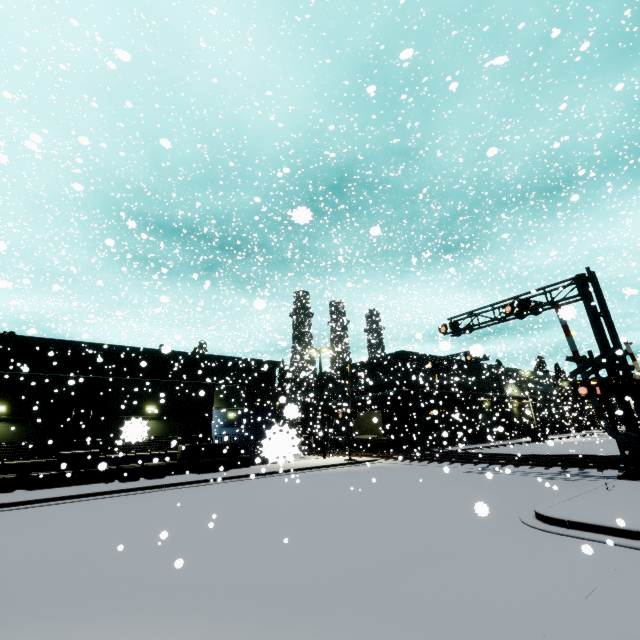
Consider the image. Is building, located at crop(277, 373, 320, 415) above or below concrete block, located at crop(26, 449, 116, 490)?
above

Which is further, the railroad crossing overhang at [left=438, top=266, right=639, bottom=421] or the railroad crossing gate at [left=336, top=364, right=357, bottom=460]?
the railroad crossing gate at [left=336, top=364, right=357, bottom=460]

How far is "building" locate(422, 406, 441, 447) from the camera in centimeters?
3603cm

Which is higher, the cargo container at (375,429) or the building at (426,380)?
the building at (426,380)

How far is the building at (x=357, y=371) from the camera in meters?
36.7

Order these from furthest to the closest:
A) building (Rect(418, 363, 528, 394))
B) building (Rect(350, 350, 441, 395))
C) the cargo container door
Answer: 1. building (Rect(418, 363, 528, 394))
2. building (Rect(350, 350, 441, 395))
3. the cargo container door

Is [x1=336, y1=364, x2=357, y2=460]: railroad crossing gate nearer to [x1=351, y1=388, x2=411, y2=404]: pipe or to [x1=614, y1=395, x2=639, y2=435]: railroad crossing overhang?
[x1=351, y1=388, x2=411, y2=404]: pipe

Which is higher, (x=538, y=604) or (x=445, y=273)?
(x=445, y=273)
